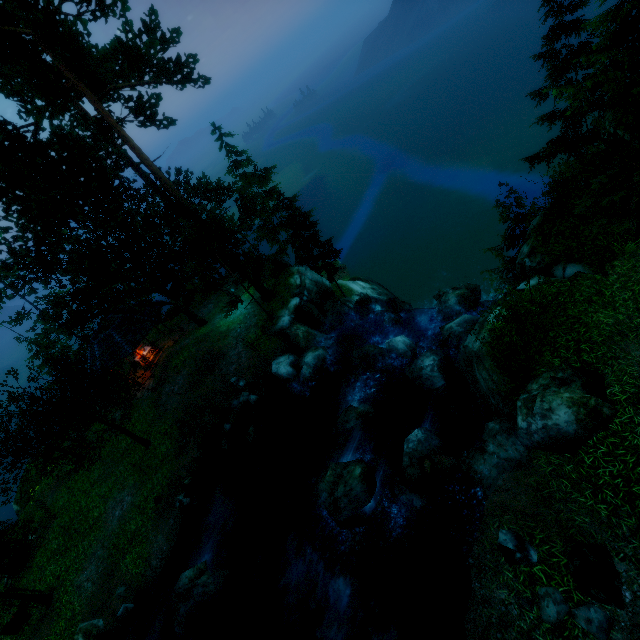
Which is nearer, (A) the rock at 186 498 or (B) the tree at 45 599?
(B) the tree at 45 599

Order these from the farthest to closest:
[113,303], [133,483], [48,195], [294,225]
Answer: [294,225] < [113,303] < [133,483] < [48,195]

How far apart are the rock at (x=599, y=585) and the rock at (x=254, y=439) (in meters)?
12.73

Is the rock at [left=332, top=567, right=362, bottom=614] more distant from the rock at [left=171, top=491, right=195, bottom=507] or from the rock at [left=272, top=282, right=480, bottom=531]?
the rock at [left=171, top=491, right=195, bottom=507]

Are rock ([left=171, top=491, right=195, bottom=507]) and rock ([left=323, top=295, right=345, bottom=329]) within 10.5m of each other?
no

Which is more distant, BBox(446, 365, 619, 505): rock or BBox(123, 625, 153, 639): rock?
BBox(123, 625, 153, 639): rock

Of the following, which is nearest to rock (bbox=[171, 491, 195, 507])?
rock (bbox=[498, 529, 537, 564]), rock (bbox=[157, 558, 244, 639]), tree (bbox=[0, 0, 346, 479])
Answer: rock (bbox=[157, 558, 244, 639])
